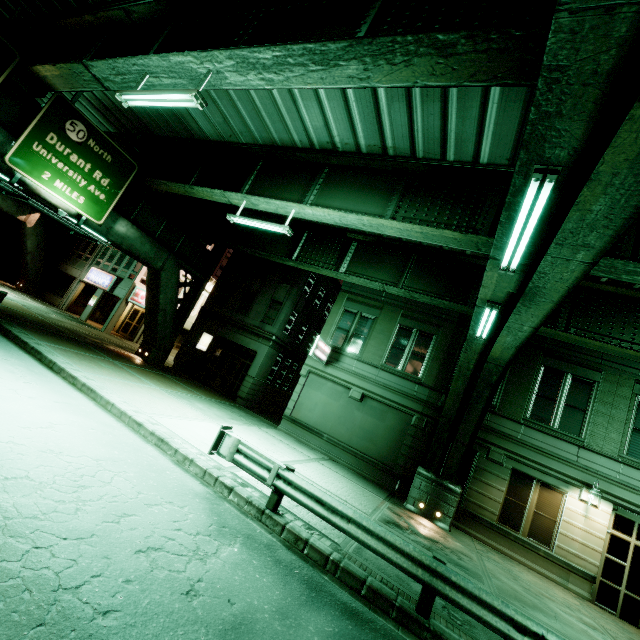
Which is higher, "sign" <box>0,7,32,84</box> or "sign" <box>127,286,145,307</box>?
"sign" <box>0,7,32,84</box>

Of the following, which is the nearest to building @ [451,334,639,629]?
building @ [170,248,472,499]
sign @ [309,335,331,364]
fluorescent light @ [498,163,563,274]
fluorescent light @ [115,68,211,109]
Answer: building @ [170,248,472,499]

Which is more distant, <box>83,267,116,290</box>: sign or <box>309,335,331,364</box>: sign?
<box>83,267,116,290</box>: sign

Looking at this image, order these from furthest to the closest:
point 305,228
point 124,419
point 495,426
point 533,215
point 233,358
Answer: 1. point 233,358
2. point 305,228
3. point 495,426
4. point 124,419
5. point 533,215

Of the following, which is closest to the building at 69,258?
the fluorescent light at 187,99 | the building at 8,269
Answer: the building at 8,269

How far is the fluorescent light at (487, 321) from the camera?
7.5 meters

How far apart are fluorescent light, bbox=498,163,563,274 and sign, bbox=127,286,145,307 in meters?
28.1

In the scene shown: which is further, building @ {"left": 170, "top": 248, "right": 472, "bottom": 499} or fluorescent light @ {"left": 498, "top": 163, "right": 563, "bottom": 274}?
building @ {"left": 170, "top": 248, "right": 472, "bottom": 499}
